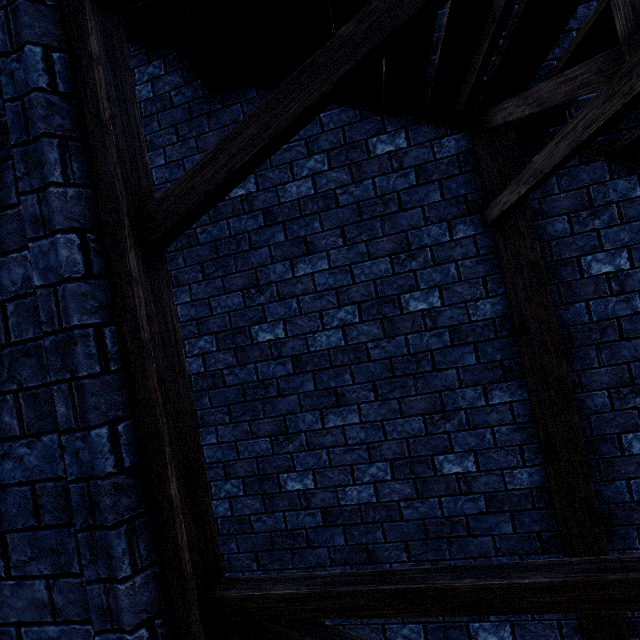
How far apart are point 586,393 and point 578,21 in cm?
312
